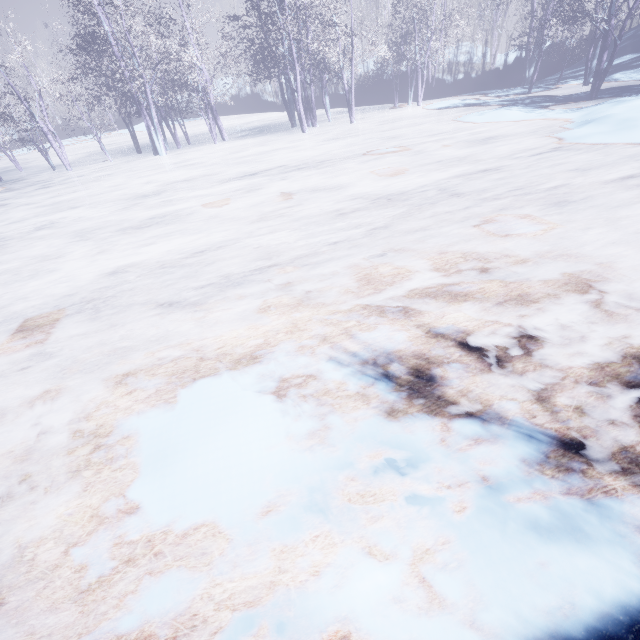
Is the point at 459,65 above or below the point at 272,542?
above
